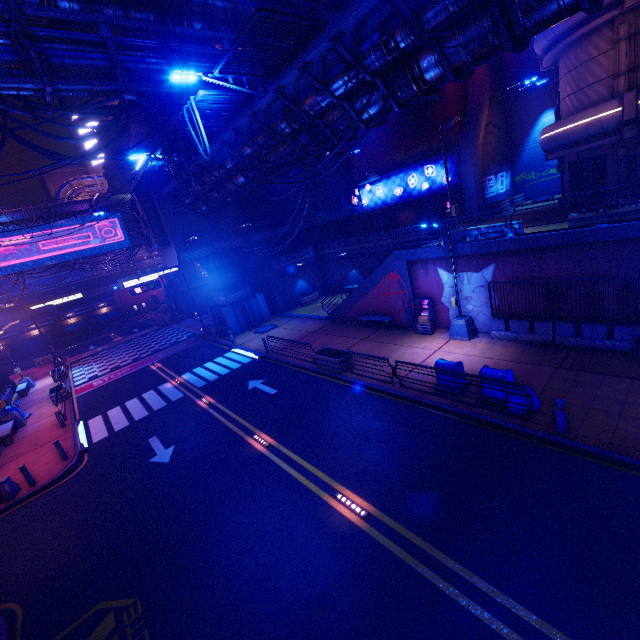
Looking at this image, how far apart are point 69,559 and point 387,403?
11.60m

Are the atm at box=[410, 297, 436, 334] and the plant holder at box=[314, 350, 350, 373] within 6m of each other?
yes

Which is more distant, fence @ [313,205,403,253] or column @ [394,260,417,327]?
fence @ [313,205,403,253]

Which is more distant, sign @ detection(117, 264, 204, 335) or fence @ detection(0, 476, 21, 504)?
sign @ detection(117, 264, 204, 335)

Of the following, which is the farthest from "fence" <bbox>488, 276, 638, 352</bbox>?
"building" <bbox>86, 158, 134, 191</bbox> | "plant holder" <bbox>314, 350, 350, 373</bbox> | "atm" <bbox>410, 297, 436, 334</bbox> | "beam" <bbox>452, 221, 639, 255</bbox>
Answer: "building" <bbox>86, 158, 134, 191</bbox>

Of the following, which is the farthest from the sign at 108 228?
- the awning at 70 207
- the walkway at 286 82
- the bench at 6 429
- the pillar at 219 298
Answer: the bench at 6 429

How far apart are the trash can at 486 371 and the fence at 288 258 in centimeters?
2226cm

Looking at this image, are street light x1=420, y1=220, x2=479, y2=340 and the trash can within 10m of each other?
yes
